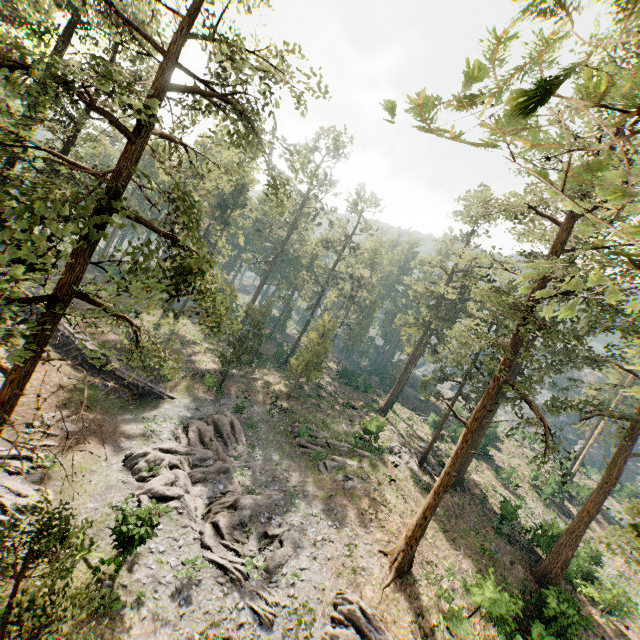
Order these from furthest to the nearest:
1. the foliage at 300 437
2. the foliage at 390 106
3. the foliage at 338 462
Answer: the foliage at 300 437 < the foliage at 338 462 < the foliage at 390 106

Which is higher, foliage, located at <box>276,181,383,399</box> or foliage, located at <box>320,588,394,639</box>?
foliage, located at <box>276,181,383,399</box>

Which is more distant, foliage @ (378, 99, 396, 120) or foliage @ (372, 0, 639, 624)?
foliage @ (378, 99, 396, 120)

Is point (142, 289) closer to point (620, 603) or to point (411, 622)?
point (411, 622)

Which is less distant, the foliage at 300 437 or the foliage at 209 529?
the foliage at 209 529

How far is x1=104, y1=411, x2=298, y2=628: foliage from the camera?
17.1 meters
